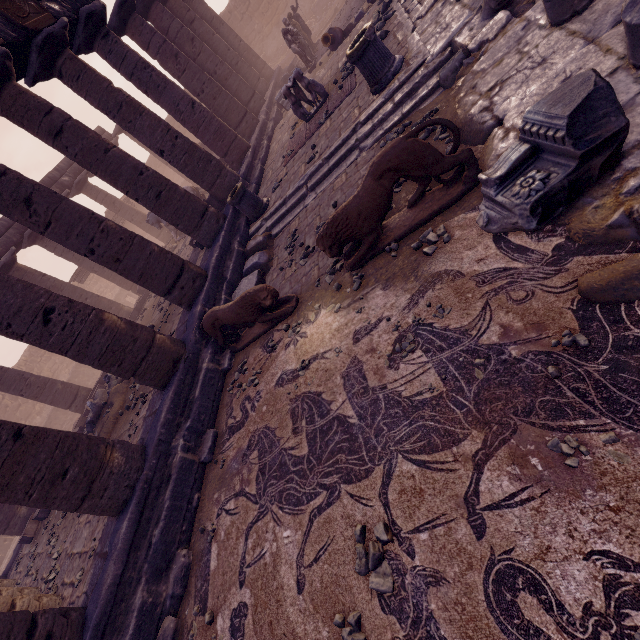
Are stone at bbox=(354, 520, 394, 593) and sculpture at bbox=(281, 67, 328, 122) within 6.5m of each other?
no

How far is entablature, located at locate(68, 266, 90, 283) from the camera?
19.5 meters

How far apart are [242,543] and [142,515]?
1.98m

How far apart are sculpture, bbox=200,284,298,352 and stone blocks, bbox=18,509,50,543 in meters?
8.9

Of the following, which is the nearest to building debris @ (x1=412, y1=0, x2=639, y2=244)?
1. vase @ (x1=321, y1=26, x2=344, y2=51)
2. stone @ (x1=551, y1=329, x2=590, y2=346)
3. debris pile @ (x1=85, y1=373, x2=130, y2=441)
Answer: stone @ (x1=551, y1=329, x2=590, y2=346)

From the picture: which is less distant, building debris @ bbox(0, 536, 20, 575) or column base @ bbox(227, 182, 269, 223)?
column base @ bbox(227, 182, 269, 223)

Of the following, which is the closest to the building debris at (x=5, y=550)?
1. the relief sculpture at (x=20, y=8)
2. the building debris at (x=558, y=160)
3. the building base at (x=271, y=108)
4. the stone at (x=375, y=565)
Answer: the building base at (x=271, y=108)

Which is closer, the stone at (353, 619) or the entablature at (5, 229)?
the stone at (353, 619)
